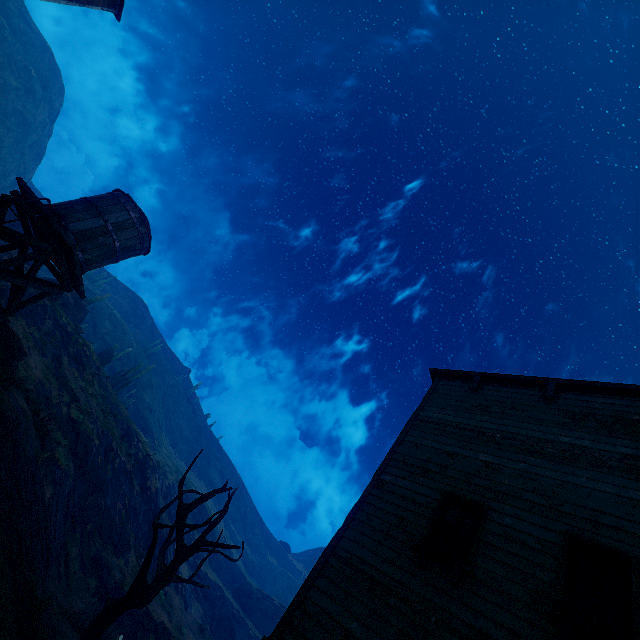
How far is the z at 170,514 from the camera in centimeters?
2853cm

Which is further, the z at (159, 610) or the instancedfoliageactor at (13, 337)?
the z at (159, 610)

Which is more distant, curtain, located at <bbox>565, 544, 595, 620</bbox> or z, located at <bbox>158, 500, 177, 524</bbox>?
z, located at <bbox>158, 500, 177, 524</bbox>

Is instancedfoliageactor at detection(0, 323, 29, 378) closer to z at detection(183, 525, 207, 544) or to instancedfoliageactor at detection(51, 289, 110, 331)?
z at detection(183, 525, 207, 544)

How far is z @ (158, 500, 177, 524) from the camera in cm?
2853

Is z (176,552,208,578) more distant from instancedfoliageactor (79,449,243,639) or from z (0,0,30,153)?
z (0,0,30,153)

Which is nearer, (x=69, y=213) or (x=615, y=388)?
(x=615, y=388)

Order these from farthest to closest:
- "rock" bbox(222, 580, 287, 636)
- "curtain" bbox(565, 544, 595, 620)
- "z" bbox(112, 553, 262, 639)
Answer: "rock" bbox(222, 580, 287, 636), "z" bbox(112, 553, 262, 639), "curtain" bbox(565, 544, 595, 620)
